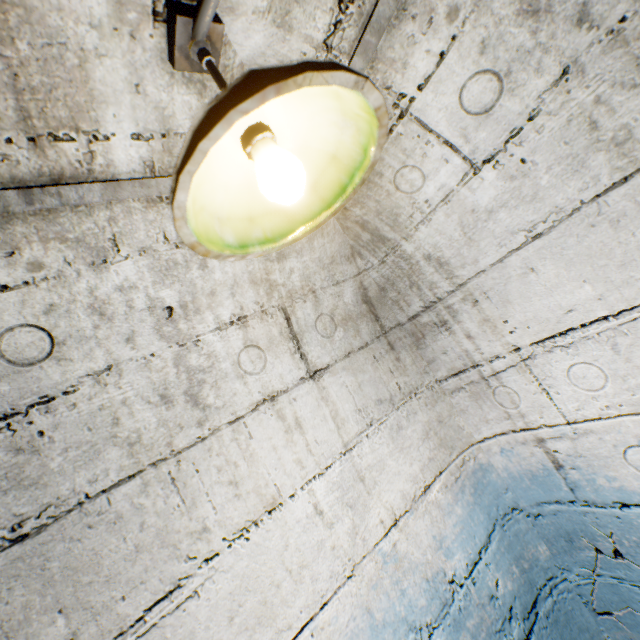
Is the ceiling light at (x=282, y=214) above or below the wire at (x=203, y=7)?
below

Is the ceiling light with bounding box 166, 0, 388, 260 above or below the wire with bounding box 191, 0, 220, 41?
below

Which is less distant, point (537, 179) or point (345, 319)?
point (537, 179)
